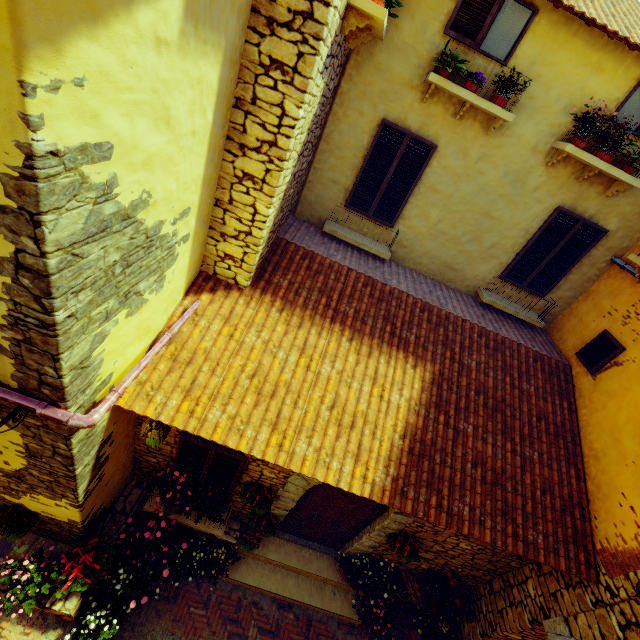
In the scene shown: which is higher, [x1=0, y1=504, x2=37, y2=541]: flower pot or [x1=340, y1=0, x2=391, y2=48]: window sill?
[x1=340, y1=0, x2=391, y2=48]: window sill

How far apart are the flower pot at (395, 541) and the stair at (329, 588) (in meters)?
1.63

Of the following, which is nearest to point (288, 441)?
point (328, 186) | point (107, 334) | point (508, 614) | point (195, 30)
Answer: point (107, 334)

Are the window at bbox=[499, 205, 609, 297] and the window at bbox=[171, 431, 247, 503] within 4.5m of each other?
no

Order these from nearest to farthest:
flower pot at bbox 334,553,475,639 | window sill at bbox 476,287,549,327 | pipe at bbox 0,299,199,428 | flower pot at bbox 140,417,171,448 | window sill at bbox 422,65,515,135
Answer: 1. pipe at bbox 0,299,199,428
2. flower pot at bbox 140,417,171,448
3. window sill at bbox 422,65,515,135
4. flower pot at bbox 334,553,475,639
5. window sill at bbox 476,287,549,327

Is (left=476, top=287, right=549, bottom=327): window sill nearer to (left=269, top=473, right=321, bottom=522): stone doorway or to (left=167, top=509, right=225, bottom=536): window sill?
(left=269, top=473, right=321, bottom=522): stone doorway

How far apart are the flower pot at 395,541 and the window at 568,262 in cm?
555

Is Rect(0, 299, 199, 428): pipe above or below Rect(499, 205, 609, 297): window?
below
